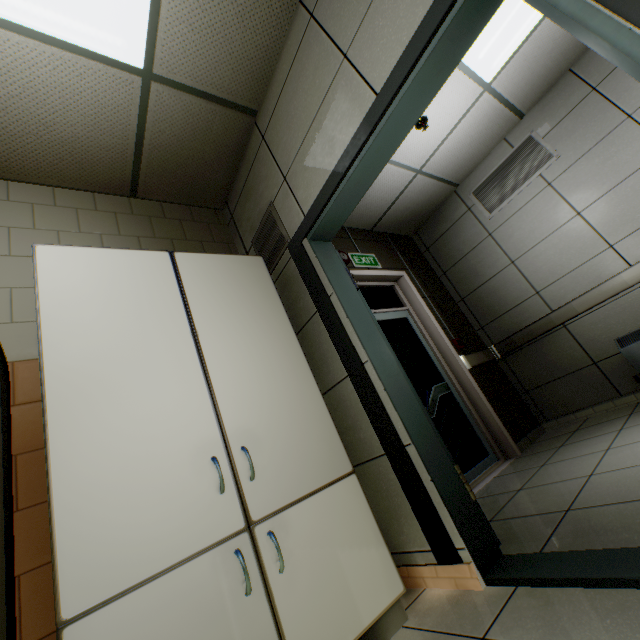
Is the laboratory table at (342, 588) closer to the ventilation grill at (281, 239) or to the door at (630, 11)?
the door at (630, 11)

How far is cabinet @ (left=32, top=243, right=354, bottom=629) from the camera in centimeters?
108cm

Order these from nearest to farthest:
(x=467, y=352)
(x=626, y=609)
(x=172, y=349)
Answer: (x=626, y=609) < (x=172, y=349) < (x=467, y=352)

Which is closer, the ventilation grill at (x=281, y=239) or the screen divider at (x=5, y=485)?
the screen divider at (x=5, y=485)

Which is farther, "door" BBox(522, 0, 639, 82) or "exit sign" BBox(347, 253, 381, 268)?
"exit sign" BBox(347, 253, 381, 268)

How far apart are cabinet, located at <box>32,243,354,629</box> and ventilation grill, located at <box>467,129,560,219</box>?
3.49m

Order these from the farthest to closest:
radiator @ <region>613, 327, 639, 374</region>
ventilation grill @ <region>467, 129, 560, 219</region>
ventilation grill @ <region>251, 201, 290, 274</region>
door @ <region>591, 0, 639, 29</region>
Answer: ventilation grill @ <region>467, 129, 560, 219</region> < radiator @ <region>613, 327, 639, 374</region> < ventilation grill @ <region>251, 201, 290, 274</region> < door @ <region>591, 0, 639, 29</region>

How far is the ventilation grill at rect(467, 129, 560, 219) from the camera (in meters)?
3.77
